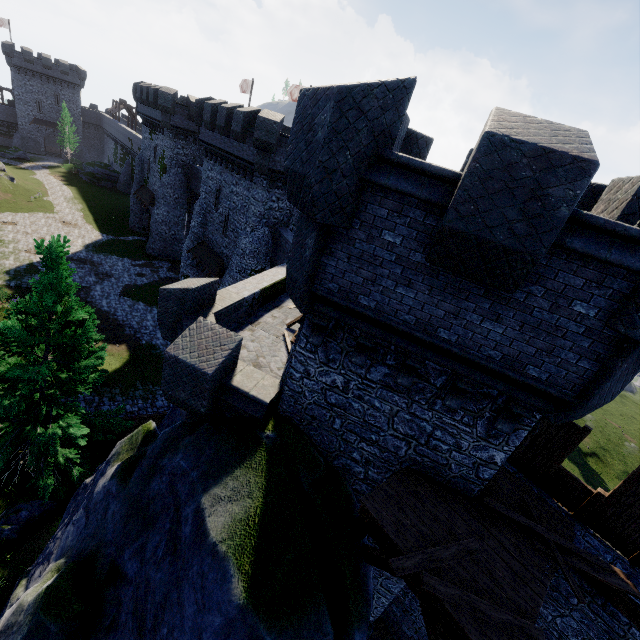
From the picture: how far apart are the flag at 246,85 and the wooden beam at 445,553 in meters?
44.2

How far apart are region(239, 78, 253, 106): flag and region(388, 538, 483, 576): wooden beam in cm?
4420

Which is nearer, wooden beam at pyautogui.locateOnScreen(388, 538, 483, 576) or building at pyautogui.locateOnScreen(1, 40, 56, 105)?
wooden beam at pyautogui.locateOnScreen(388, 538, 483, 576)

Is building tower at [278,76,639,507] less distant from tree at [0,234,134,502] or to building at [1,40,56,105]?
tree at [0,234,134,502]

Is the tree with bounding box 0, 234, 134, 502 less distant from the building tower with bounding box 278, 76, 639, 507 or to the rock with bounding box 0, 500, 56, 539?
the rock with bounding box 0, 500, 56, 539

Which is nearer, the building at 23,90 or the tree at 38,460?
Answer: the tree at 38,460

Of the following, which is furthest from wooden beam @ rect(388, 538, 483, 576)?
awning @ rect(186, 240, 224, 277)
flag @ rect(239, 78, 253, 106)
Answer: flag @ rect(239, 78, 253, 106)

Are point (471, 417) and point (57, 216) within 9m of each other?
no
